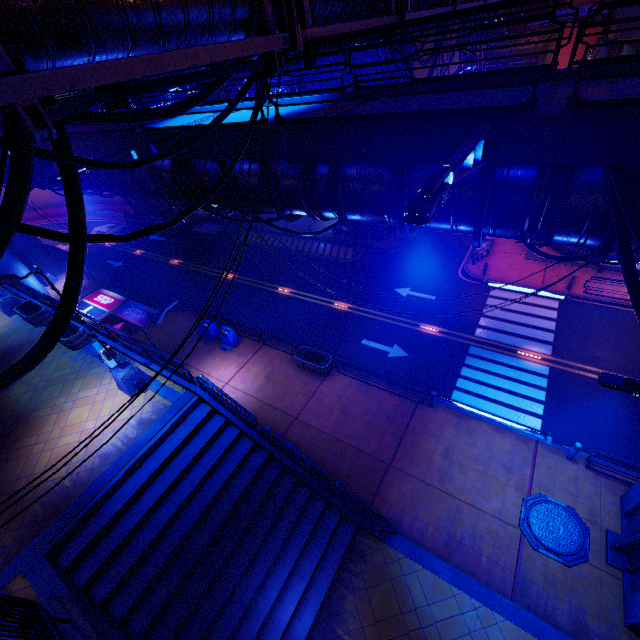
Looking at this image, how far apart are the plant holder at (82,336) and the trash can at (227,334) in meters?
6.6

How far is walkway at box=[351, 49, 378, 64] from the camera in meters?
18.1

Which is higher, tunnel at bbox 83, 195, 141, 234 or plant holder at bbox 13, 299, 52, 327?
plant holder at bbox 13, 299, 52, 327

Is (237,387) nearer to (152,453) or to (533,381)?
(152,453)

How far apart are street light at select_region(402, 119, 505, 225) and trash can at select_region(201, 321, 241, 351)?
17.36m

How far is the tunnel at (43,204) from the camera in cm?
4644

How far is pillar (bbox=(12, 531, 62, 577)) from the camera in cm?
886

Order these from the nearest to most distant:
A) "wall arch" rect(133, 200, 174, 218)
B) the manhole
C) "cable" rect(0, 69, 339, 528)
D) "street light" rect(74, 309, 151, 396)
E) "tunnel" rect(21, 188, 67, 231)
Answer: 1. "cable" rect(0, 69, 339, 528)
2. the manhole
3. "street light" rect(74, 309, 151, 396)
4. "wall arch" rect(133, 200, 174, 218)
5. "tunnel" rect(21, 188, 67, 231)
